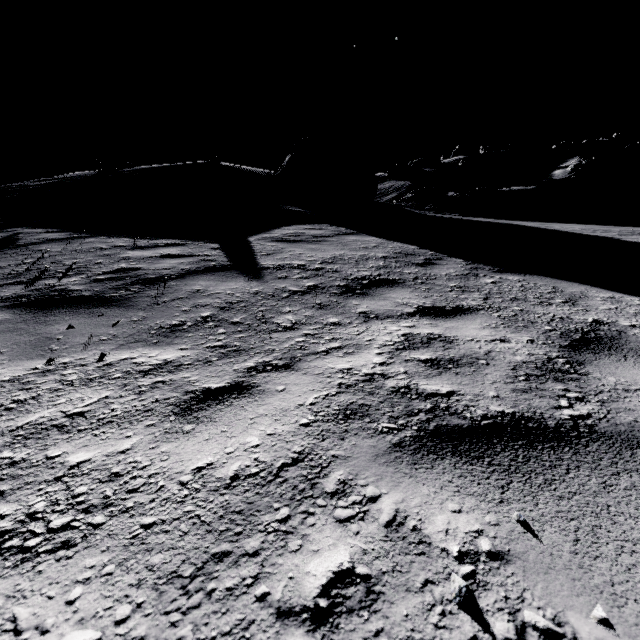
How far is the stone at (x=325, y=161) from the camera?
15.3 meters

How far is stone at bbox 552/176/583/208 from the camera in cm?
4284

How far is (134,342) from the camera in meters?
2.6 m

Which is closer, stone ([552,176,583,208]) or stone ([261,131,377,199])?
stone ([261,131,377,199])

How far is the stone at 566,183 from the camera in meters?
42.8

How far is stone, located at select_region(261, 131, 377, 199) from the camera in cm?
1529

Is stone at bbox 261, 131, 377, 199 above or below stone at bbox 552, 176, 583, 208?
above
